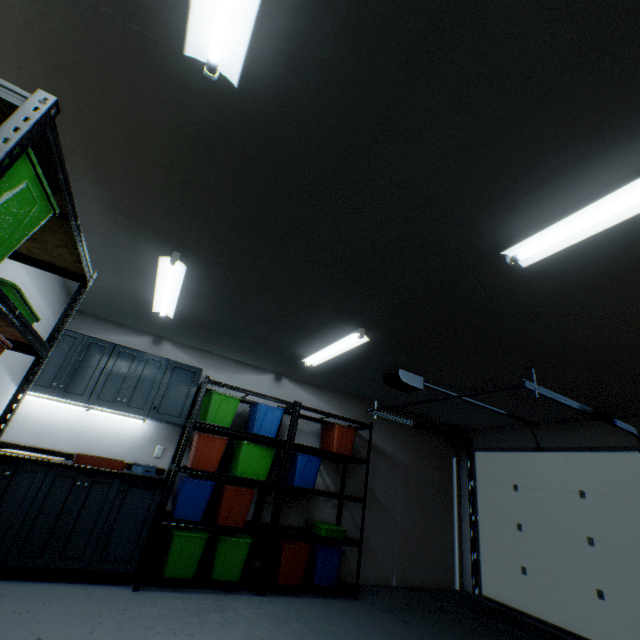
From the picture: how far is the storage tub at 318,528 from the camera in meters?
3.8 m

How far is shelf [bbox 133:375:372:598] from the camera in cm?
313

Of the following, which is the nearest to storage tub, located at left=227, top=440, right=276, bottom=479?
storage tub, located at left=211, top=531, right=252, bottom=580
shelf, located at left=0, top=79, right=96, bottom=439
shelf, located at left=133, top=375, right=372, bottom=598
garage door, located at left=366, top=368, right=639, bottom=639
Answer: shelf, located at left=133, top=375, right=372, bottom=598

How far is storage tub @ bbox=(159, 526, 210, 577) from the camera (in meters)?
3.07

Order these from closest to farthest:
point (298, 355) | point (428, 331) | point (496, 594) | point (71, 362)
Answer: point (428, 331)
point (71, 362)
point (298, 355)
point (496, 594)

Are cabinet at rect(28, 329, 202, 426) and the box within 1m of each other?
yes

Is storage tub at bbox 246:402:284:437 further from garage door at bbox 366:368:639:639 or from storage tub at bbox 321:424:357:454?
garage door at bbox 366:368:639:639

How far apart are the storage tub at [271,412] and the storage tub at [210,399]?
0.21m
